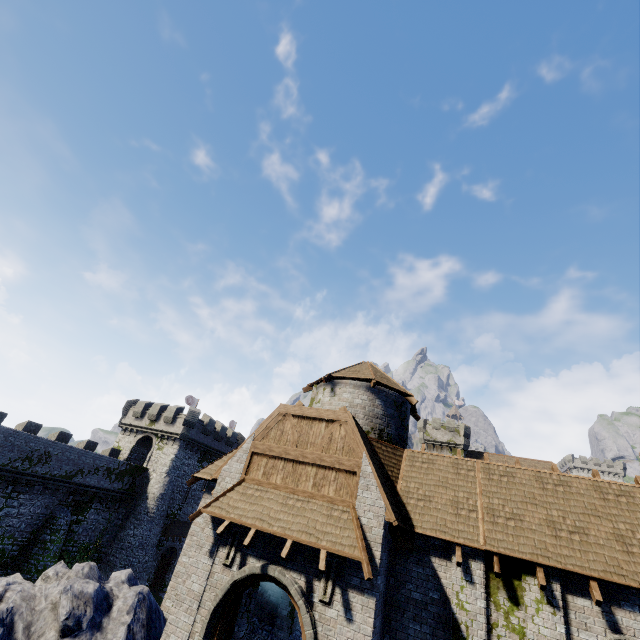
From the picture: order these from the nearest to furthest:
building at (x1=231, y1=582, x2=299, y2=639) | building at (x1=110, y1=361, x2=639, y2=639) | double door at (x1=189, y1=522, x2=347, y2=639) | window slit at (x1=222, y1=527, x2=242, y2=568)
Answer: double door at (x1=189, y1=522, x2=347, y2=639) → building at (x1=110, y1=361, x2=639, y2=639) → window slit at (x1=222, y1=527, x2=242, y2=568) → building at (x1=231, y1=582, x2=299, y2=639)

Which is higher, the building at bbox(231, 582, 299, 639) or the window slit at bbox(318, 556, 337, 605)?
the window slit at bbox(318, 556, 337, 605)

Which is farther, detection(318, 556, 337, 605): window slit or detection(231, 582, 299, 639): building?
detection(231, 582, 299, 639): building

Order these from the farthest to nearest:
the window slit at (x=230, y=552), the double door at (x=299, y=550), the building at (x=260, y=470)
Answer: the window slit at (x=230, y=552) < the building at (x=260, y=470) < the double door at (x=299, y=550)

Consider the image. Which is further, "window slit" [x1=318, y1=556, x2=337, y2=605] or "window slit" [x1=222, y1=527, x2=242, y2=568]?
"window slit" [x1=222, y1=527, x2=242, y2=568]

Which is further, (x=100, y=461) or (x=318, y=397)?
→ (x=100, y=461)

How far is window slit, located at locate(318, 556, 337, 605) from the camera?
9.09m

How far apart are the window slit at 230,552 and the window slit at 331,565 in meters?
2.9
